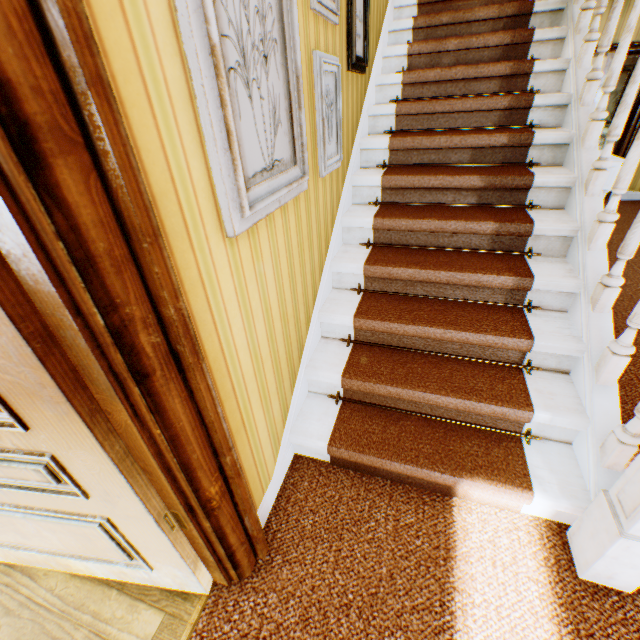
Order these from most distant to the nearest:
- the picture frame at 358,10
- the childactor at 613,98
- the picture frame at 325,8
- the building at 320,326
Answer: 1. the childactor at 613,98
2. the picture frame at 358,10
3. the picture frame at 325,8
4. the building at 320,326

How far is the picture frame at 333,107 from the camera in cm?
169

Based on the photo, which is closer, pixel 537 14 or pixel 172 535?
pixel 172 535

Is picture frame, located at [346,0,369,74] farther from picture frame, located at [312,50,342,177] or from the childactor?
the childactor

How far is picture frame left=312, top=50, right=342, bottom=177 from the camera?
1.69m

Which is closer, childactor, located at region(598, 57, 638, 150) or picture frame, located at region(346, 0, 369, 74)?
picture frame, located at region(346, 0, 369, 74)

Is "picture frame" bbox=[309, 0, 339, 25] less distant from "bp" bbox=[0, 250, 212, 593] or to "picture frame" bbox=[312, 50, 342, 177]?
"picture frame" bbox=[312, 50, 342, 177]

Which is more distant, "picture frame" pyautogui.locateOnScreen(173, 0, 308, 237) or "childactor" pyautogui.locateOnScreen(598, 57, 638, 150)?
"childactor" pyautogui.locateOnScreen(598, 57, 638, 150)
